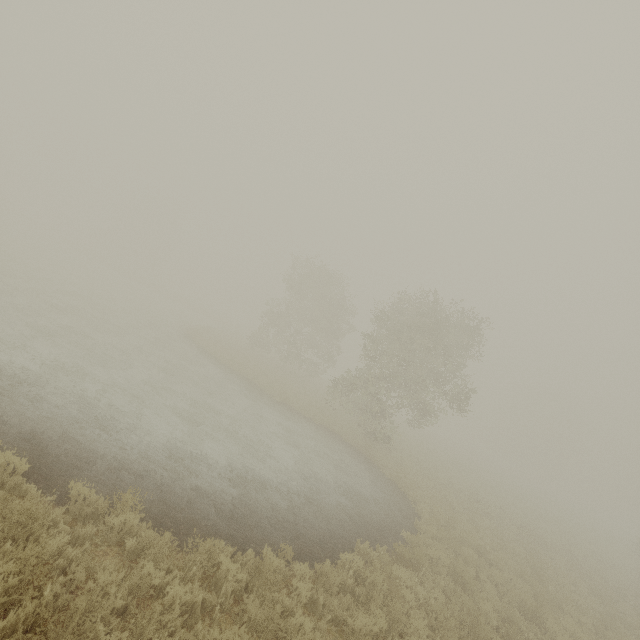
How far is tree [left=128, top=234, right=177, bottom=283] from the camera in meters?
57.0

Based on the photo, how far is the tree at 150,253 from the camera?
57.0 meters

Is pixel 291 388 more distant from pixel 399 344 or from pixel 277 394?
pixel 399 344
